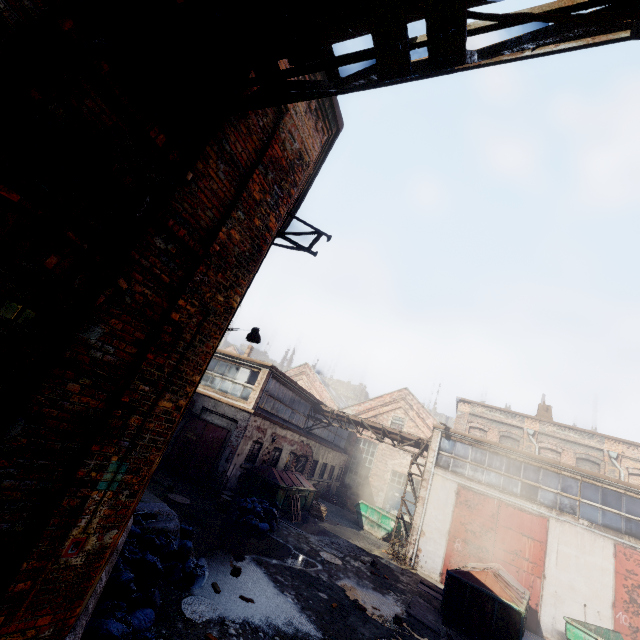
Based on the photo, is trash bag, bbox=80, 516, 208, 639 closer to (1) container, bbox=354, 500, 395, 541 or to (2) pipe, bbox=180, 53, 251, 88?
(2) pipe, bbox=180, 53, 251, 88

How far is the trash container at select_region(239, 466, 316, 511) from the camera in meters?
14.6

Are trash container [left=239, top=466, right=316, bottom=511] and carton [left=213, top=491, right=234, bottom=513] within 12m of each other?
yes

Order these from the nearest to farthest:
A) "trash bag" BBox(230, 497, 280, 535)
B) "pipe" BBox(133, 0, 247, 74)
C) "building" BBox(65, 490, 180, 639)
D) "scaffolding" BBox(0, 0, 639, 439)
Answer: "scaffolding" BBox(0, 0, 639, 439), "pipe" BBox(133, 0, 247, 74), "building" BBox(65, 490, 180, 639), "trash bag" BBox(230, 497, 280, 535)

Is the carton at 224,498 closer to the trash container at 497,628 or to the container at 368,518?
the trash container at 497,628

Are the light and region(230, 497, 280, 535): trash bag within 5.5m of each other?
no

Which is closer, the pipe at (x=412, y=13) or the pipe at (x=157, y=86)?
the pipe at (x=412, y=13)

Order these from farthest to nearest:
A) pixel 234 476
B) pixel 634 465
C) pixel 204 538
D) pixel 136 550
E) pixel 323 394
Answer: pixel 323 394 < pixel 634 465 < pixel 234 476 < pixel 204 538 < pixel 136 550
